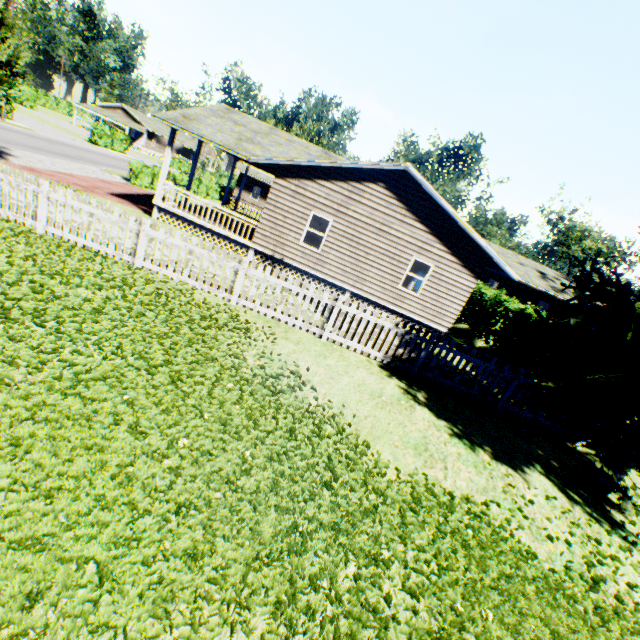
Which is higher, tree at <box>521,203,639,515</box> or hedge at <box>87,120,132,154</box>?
tree at <box>521,203,639,515</box>

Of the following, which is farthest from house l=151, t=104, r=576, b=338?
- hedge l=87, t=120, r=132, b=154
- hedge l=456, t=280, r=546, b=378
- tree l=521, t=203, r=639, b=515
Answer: hedge l=87, t=120, r=132, b=154

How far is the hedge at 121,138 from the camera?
40.2m

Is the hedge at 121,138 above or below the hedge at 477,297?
below

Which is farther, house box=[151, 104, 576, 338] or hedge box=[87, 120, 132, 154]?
hedge box=[87, 120, 132, 154]

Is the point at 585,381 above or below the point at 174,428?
above

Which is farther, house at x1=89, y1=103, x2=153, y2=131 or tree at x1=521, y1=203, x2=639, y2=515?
house at x1=89, y1=103, x2=153, y2=131

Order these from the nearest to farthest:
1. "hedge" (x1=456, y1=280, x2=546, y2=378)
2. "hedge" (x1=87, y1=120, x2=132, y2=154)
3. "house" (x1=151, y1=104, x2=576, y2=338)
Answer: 1. "hedge" (x1=456, y1=280, x2=546, y2=378)
2. "house" (x1=151, y1=104, x2=576, y2=338)
3. "hedge" (x1=87, y1=120, x2=132, y2=154)
